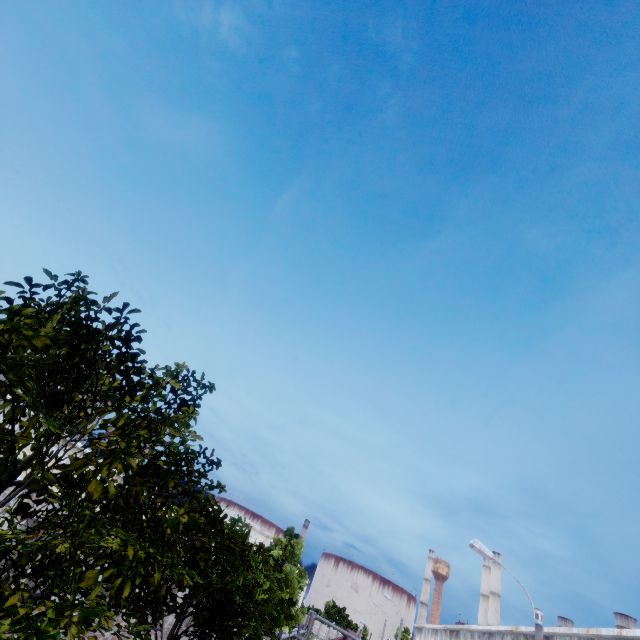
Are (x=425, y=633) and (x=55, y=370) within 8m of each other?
no
